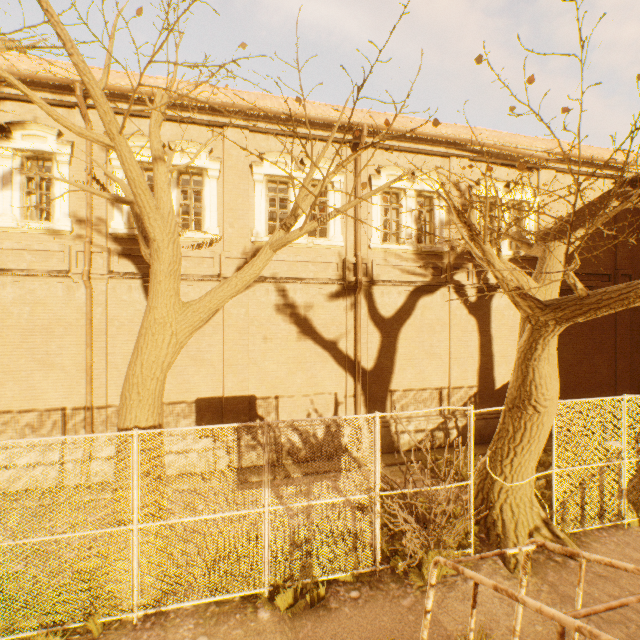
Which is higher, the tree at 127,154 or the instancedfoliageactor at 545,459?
the tree at 127,154

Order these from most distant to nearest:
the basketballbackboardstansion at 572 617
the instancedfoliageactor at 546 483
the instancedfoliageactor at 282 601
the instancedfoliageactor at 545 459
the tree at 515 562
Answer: the instancedfoliageactor at 545 459, the instancedfoliageactor at 546 483, the tree at 515 562, the instancedfoliageactor at 282 601, the basketballbackboardstansion at 572 617

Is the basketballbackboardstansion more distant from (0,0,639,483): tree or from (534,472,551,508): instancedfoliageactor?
(534,472,551,508): instancedfoliageactor

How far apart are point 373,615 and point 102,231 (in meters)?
10.94

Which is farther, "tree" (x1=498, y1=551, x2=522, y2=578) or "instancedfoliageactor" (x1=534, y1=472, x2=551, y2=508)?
"instancedfoliageactor" (x1=534, y1=472, x2=551, y2=508)

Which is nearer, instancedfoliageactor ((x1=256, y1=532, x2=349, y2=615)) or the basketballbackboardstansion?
the basketballbackboardstansion

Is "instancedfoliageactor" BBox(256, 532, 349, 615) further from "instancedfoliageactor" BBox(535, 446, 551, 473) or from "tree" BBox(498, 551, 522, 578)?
"instancedfoliageactor" BBox(535, 446, 551, 473)

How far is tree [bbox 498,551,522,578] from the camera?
5.9 meters
